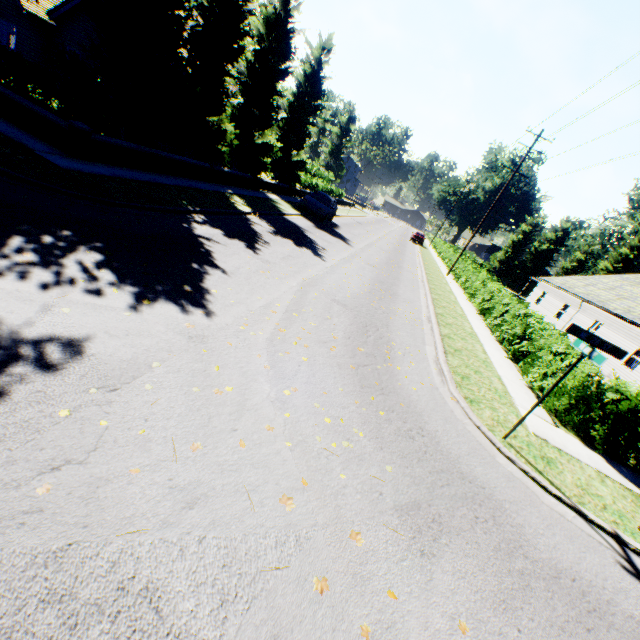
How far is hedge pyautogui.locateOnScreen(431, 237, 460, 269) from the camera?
32.8m

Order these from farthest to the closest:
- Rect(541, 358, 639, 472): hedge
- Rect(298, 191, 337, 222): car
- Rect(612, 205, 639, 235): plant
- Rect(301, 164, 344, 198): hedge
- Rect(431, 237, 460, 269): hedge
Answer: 1. Rect(612, 205, 639, 235): plant
2. Rect(431, 237, 460, 269): hedge
3. Rect(301, 164, 344, 198): hedge
4. Rect(298, 191, 337, 222): car
5. Rect(541, 358, 639, 472): hedge

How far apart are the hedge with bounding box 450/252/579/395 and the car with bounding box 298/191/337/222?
10.8m

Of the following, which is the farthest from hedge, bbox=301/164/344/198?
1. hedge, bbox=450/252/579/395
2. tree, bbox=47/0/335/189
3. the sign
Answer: the sign

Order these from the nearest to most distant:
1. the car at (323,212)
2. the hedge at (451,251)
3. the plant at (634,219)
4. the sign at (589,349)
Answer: the sign at (589,349) → the car at (323,212) → the hedge at (451,251) → the plant at (634,219)

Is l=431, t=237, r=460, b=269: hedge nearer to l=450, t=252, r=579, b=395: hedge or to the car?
l=450, t=252, r=579, b=395: hedge

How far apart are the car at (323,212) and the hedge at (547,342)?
10.8m

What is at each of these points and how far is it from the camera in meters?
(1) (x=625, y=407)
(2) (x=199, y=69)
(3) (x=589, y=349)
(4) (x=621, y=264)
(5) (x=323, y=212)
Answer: (1) hedge, 7.4
(2) tree, 14.4
(3) sign, 5.4
(4) tree, 51.5
(5) car, 21.2
